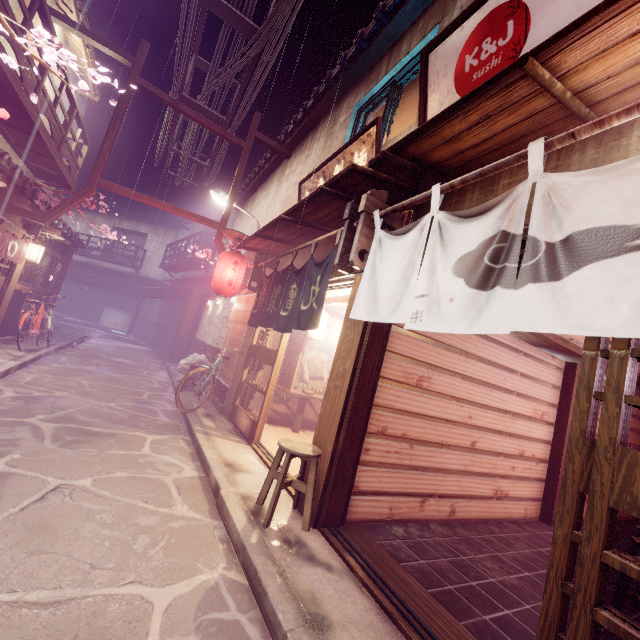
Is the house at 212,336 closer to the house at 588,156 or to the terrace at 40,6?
the house at 588,156

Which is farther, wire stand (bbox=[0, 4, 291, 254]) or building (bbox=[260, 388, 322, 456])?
wire stand (bbox=[0, 4, 291, 254])

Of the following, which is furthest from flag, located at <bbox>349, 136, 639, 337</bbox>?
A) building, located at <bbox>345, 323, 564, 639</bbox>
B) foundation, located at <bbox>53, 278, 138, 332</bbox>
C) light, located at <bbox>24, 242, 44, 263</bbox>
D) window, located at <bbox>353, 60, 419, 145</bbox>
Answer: light, located at <bbox>24, 242, 44, 263</bbox>

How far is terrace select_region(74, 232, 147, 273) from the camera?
43.2m

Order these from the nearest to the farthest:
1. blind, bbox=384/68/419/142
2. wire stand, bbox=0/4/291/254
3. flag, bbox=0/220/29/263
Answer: blind, bbox=384/68/419/142 < flag, bbox=0/220/29/263 < wire stand, bbox=0/4/291/254

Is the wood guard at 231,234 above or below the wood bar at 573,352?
above

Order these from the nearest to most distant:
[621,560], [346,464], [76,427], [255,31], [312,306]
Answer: [621,560] < [346,464] < [312,306] < [76,427] < [255,31]

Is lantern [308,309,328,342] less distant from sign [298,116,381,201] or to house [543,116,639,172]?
house [543,116,639,172]
